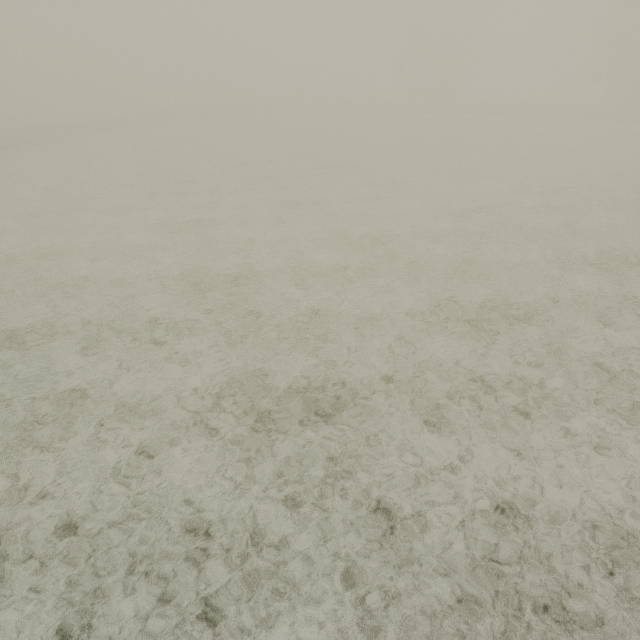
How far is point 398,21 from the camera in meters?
47.6 m
